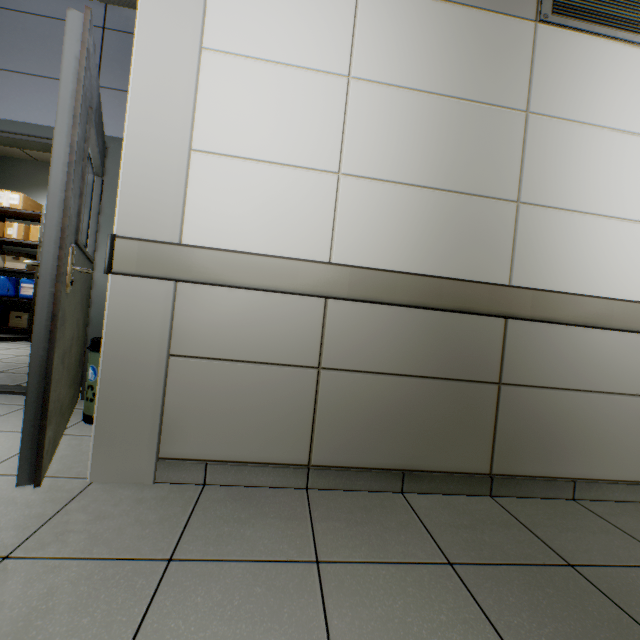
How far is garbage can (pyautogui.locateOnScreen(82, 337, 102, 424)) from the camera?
2.1m

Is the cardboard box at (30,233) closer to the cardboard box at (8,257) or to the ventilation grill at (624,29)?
the cardboard box at (8,257)

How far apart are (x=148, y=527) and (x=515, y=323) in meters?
2.0 m

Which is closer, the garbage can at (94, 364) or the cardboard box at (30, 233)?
the garbage can at (94, 364)

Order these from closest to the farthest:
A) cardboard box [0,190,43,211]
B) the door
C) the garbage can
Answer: the door
the garbage can
cardboard box [0,190,43,211]

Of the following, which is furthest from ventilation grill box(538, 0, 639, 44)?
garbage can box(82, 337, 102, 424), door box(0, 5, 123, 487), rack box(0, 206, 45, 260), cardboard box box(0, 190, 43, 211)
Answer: cardboard box box(0, 190, 43, 211)

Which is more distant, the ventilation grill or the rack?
the rack

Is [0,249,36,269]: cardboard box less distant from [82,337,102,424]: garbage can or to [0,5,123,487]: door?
[0,5,123,487]: door
